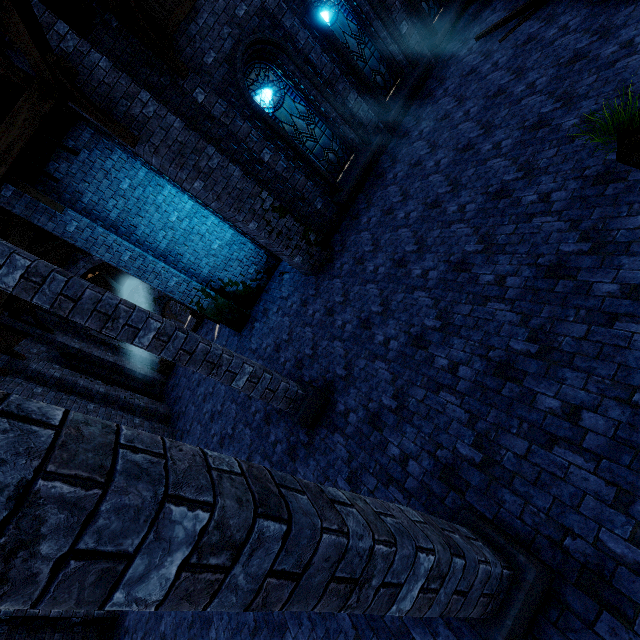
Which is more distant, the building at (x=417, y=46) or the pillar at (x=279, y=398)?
the building at (x=417, y=46)

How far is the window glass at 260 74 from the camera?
8.5 meters

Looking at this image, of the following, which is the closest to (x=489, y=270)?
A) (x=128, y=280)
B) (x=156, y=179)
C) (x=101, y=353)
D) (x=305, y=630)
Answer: (x=305, y=630)

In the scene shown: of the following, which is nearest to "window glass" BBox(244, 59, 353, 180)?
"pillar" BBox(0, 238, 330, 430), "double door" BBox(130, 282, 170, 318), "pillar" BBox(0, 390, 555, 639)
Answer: "pillar" BBox(0, 238, 330, 430)

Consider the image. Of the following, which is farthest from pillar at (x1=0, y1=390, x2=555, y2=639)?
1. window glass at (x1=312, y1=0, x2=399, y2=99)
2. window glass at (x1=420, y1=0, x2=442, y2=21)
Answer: window glass at (x1=420, y1=0, x2=442, y2=21)

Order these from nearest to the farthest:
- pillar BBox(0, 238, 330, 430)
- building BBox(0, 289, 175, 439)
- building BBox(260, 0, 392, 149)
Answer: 1. pillar BBox(0, 238, 330, 430)
2. building BBox(260, 0, 392, 149)
3. building BBox(0, 289, 175, 439)

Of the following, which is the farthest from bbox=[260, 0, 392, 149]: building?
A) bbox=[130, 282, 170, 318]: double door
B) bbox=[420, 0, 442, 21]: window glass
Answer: bbox=[420, 0, 442, 21]: window glass

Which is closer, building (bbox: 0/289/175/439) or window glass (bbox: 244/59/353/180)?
window glass (bbox: 244/59/353/180)
